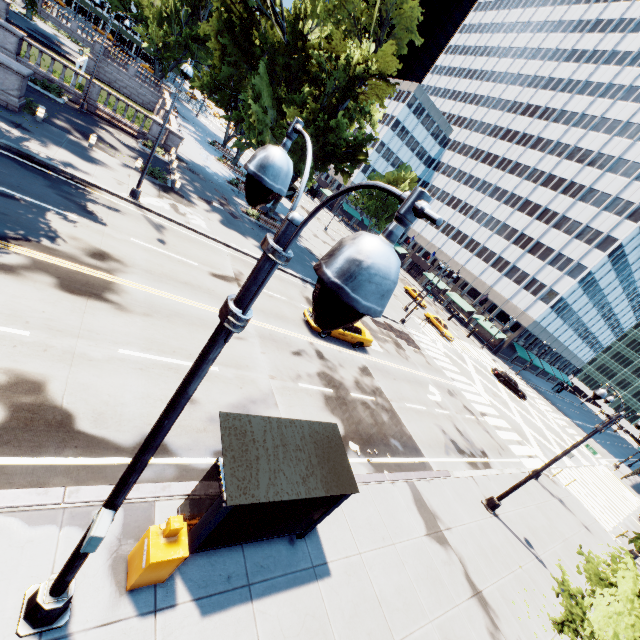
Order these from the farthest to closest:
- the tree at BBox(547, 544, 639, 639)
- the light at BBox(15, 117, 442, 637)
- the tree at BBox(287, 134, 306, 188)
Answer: the tree at BBox(287, 134, 306, 188) < the tree at BBox(547, 544, 639, 639) < the light at BBox(15, 117, 442, 637)

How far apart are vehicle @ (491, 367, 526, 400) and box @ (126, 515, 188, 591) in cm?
4388

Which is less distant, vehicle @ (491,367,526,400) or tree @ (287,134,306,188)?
tree @ (287,134,306,188)

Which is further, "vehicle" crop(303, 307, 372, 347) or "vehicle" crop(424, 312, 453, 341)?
"vehicle" crop(424, 312, 453, 341)

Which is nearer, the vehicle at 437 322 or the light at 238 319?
the light at 238 319

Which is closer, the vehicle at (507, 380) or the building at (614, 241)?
the vehicle at (507, 380)

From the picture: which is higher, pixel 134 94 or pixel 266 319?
pixel 266 319

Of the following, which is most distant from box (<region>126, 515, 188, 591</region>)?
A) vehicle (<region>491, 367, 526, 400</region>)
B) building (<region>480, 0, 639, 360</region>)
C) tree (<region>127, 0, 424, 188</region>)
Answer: building (<region>480, 0, 639, 360</region>)
